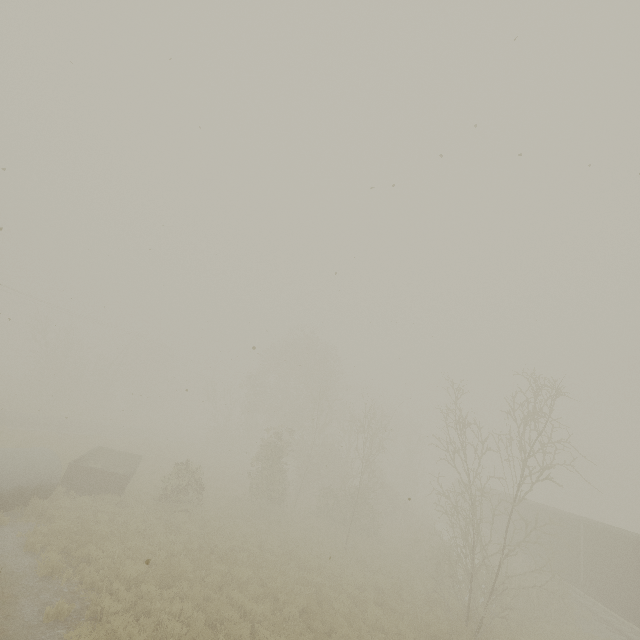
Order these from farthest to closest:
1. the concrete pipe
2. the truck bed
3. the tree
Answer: the truck bed < the tree < the concrete pipe

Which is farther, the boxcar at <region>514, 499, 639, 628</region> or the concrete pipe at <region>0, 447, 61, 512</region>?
the boxcar at <region>514, 499, 639, 628</region>

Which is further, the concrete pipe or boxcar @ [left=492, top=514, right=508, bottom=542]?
boxcar @ [left=492, top=514, right=508, bottom=542]

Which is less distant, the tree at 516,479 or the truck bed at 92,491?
the tree at 516,479

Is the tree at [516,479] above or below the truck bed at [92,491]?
above

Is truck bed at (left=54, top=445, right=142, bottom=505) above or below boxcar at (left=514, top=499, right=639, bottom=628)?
below

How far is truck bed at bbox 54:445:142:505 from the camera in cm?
1532

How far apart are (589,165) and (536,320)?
6.79m
